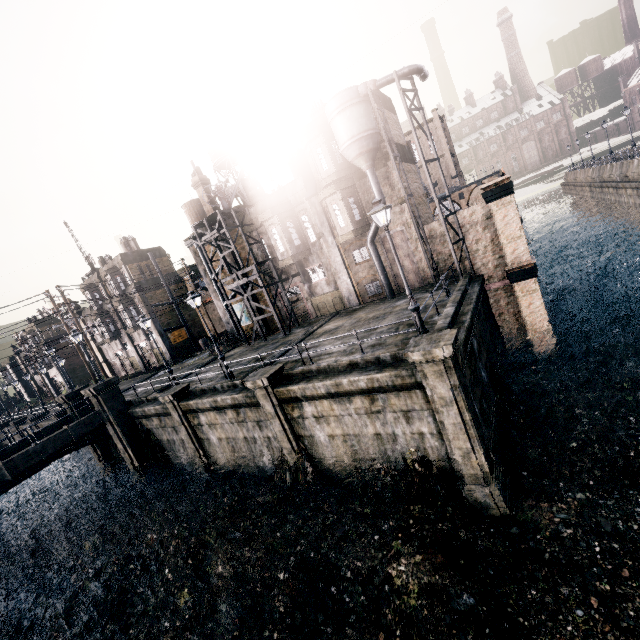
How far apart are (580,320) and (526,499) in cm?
1747

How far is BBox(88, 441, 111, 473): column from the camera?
27.7 meters

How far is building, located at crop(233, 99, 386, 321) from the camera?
23.09m

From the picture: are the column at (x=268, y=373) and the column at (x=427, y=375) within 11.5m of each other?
yes

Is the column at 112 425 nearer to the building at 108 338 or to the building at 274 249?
the building at 108 338

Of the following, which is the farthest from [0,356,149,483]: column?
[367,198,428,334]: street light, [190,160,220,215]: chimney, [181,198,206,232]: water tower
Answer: [181,198,206,232]: water tower

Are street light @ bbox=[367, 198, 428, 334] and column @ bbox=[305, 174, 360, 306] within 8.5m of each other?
no

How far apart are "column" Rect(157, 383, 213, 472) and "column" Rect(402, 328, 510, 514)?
15.5 meters
